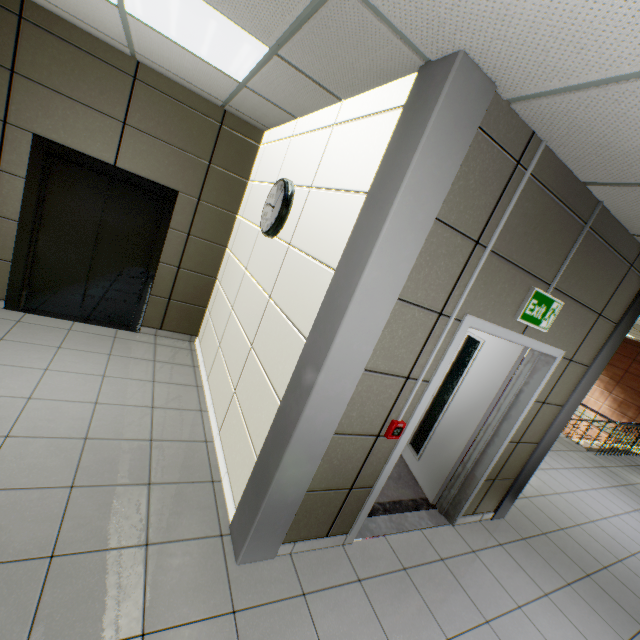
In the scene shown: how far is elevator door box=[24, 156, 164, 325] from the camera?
3.9m

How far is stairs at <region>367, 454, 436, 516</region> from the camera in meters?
3.3 m

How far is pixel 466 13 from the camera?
1.28m

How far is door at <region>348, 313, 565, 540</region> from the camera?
2.55m

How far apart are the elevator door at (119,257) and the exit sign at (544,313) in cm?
439

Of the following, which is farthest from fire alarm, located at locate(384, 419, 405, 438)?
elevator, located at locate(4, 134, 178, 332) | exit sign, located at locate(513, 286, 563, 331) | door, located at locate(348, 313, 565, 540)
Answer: elevator, located at locate(4, 134, 178, 332)

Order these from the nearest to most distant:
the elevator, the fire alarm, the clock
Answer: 1. the fire alarm
2. the clock
3. the elevator

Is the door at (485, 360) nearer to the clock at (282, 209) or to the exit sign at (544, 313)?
the exit sign at (544, 313)
